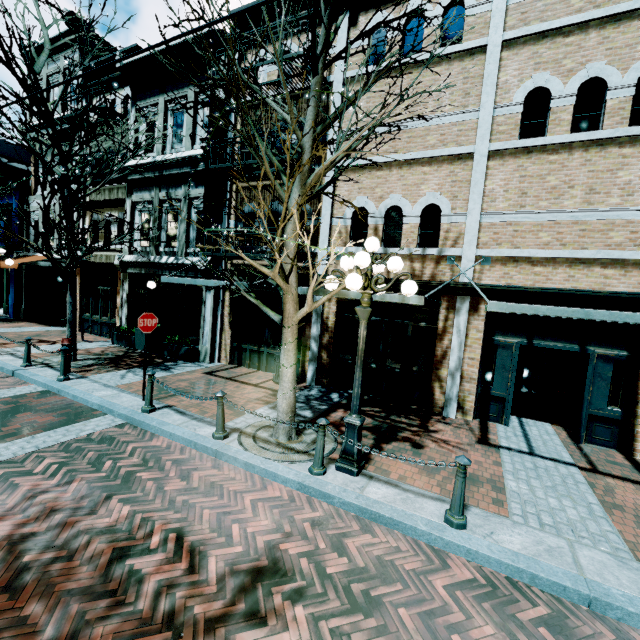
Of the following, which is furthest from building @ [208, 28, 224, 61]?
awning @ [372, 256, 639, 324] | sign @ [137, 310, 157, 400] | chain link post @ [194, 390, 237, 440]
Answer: chain link post @ [194, 390, 237, 440]

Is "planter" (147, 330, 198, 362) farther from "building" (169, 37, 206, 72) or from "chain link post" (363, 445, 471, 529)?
"chain link post" (363, 445, 471, 529)

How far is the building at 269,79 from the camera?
9.01m

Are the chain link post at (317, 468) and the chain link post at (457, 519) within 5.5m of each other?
yes

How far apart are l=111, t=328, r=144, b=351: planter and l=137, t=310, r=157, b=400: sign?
5.1 meters

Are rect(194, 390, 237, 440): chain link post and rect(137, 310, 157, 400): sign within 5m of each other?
yes

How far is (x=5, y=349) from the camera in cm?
1082

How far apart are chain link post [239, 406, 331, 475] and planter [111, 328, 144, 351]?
9.06m
